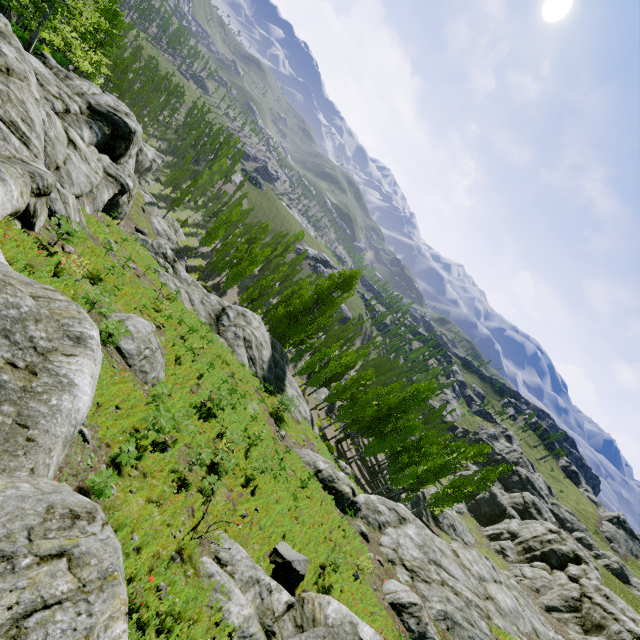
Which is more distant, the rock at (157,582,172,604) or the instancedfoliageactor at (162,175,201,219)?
the instancedfoliageactor at (162,175,201,219)

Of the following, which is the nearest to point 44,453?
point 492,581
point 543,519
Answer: point 492,581

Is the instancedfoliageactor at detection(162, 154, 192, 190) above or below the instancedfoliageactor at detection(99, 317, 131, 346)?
below

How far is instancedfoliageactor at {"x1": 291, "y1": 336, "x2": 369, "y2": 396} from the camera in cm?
3778

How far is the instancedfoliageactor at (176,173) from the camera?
53.3m

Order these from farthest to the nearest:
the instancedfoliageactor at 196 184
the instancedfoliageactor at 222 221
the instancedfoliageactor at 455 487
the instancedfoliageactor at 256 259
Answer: the instancedfoliageactor at 196 184 → the instancedfoliageactor at 222 221 → the instancedfoliageactor at 256 259 → the instancedfoliageactor at 455 487

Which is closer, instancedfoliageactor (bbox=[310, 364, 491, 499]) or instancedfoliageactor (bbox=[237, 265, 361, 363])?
instancedfoliageactor (bbox=[310, 364, 491, 499])
